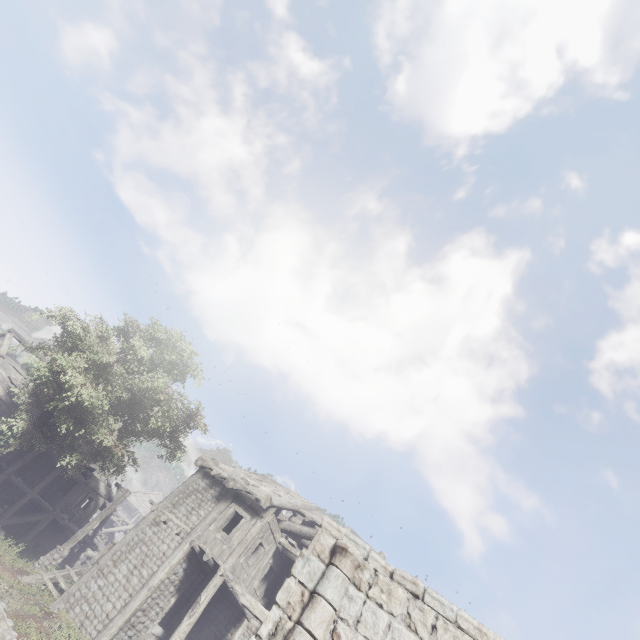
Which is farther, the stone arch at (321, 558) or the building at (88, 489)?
the building at (88, 489)

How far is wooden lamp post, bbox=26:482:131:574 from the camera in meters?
15.6 m

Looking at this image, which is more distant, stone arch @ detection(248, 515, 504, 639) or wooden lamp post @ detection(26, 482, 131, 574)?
wooden lamp post @ detection(26, 482, 131, 574)

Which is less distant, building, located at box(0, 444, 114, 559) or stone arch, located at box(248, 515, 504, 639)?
stone arch, located at box(248, 515, 504, 639)

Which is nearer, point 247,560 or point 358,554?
point 358,554

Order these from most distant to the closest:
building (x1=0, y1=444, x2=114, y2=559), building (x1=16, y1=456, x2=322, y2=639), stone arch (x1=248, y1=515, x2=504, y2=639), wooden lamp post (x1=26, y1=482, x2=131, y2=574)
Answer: building (x1=0, y1=444, x2=114, y2=559)
wooden lamp post (x1=26, y1=482, x2=131, y2=574)
building (x1=16, y1=456, x2=322, y2=639)
stone arch (x1=248, y1=515, x2=504, y2=639)

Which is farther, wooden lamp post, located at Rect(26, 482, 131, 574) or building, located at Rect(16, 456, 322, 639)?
wooden lamp post, located at Rect(26, 482, 131, 574)
